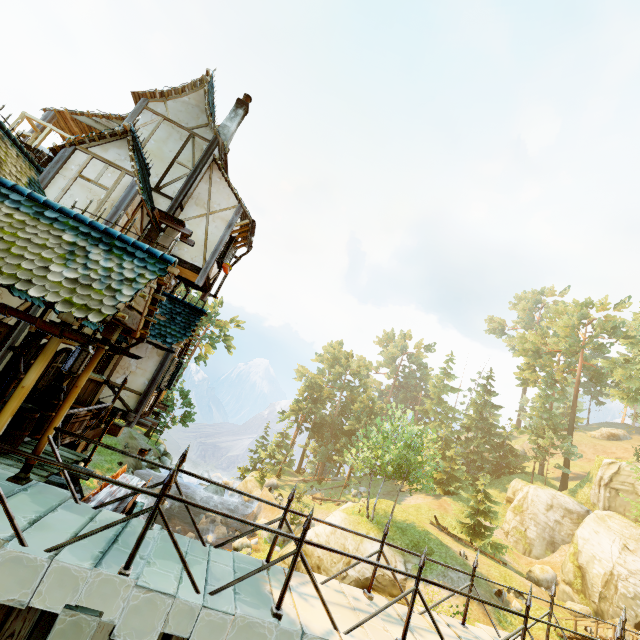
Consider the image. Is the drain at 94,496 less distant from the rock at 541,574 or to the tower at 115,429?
the tower at 115,429

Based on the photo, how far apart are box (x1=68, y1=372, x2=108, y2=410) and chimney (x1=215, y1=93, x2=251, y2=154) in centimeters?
1005cm

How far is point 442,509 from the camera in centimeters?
3606cm

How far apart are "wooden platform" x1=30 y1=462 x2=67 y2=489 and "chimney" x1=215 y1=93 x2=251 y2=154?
11.85m

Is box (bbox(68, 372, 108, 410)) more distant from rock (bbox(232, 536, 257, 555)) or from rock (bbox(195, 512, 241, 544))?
rock (bbox(195, 512, 241, 544))

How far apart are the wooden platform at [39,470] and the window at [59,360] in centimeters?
76cm

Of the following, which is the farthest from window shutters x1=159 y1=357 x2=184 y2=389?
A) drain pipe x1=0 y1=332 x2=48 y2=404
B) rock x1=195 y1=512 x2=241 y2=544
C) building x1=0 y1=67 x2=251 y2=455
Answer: rock x1=195 y1=512 x2=241 y2=544

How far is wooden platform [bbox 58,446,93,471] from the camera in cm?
750
